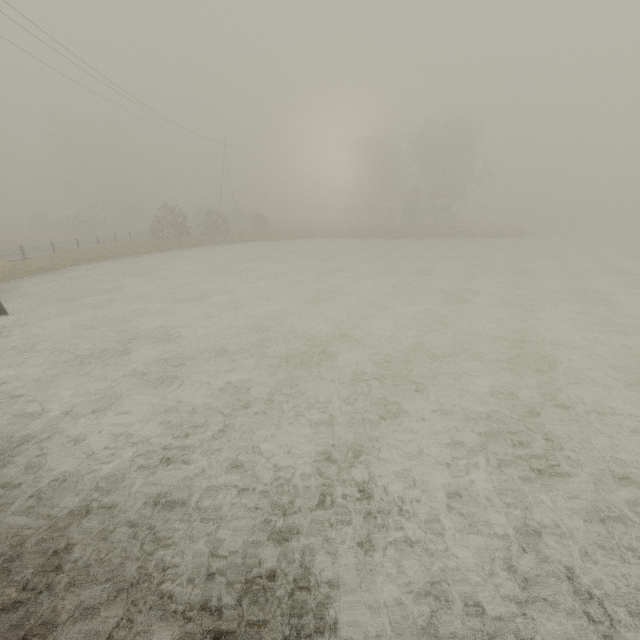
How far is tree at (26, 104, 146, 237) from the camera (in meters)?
47.25

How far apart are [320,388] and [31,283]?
17.20m

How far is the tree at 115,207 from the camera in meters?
47.2 m
